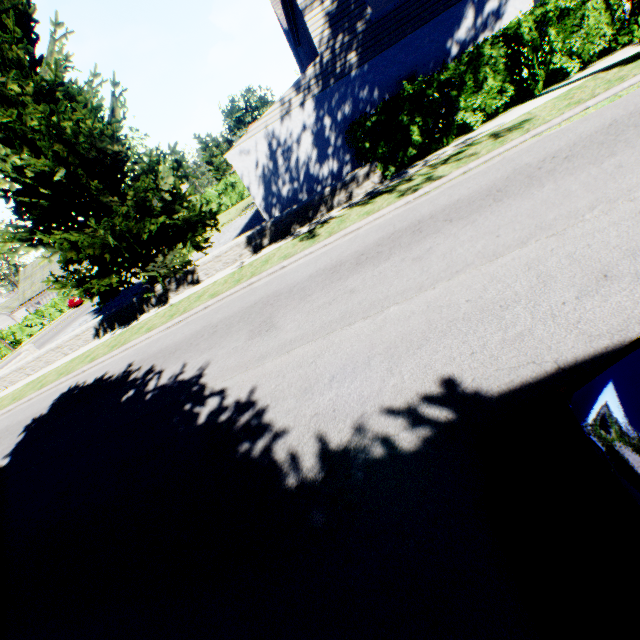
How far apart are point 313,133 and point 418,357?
12.4 meters

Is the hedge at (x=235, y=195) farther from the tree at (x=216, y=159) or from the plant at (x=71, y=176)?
the plant at (x=71, y=176)

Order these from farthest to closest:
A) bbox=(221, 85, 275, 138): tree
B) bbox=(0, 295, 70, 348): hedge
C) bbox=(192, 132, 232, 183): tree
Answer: bbox=(221, 85, 275, 138): tree
bbox=(192, 132, 232, 183): tree
bbox=(0, 295, 70, 348): hedge

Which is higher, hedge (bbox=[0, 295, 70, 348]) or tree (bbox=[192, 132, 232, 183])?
tree (bbox=[192, 132, 232, 183])

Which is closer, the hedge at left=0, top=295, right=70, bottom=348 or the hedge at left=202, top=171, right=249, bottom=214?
the hedge at left=0, top=295, right=70, bottom=348

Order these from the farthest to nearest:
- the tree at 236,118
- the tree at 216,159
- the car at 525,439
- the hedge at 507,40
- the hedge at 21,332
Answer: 1. the tree at 236,118
2. the tree at 216,159
3. the hedge at 21,332
4. the hedge at 507,40
5. the car at 525,439

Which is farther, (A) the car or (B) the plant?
(B) the plant

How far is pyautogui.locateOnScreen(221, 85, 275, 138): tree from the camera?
56.0m
